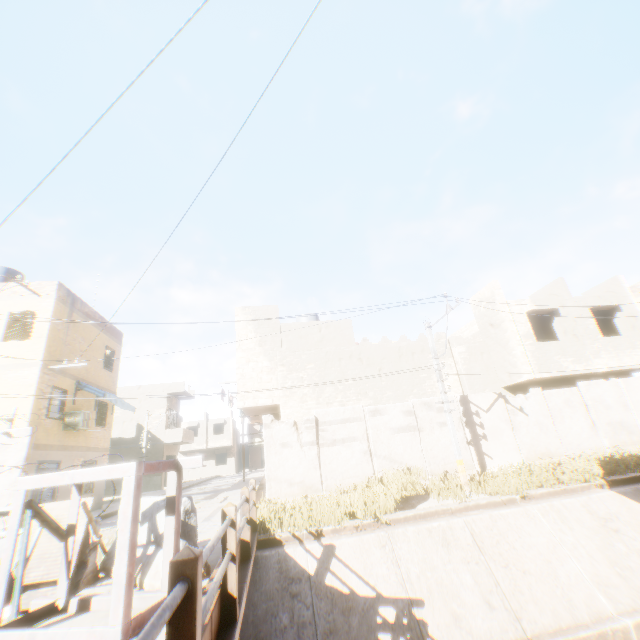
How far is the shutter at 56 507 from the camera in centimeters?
519cm

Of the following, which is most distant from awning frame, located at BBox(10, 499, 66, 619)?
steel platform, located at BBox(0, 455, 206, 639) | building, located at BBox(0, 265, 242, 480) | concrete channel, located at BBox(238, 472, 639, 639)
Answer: concrete channel, located at BBox(238, 472, 639, 639)

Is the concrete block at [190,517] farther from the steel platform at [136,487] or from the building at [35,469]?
the building at [35,469]

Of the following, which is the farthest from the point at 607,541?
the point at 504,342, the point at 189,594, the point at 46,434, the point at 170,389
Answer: the point at 170,389

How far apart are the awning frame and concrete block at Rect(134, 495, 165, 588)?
0.1 meters

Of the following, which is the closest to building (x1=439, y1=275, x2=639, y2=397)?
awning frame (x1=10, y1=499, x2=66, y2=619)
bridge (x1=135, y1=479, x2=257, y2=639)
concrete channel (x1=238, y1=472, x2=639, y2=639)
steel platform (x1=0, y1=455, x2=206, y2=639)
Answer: concrete channel (x1=238, y1=472, x2=639, y2=639)

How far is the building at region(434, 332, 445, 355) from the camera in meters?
16.3

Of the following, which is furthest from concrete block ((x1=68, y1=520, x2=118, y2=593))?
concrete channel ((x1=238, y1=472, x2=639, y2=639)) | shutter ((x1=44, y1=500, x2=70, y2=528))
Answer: concrete channel ((x1=238, y1=472, x2=639, y2=639))
